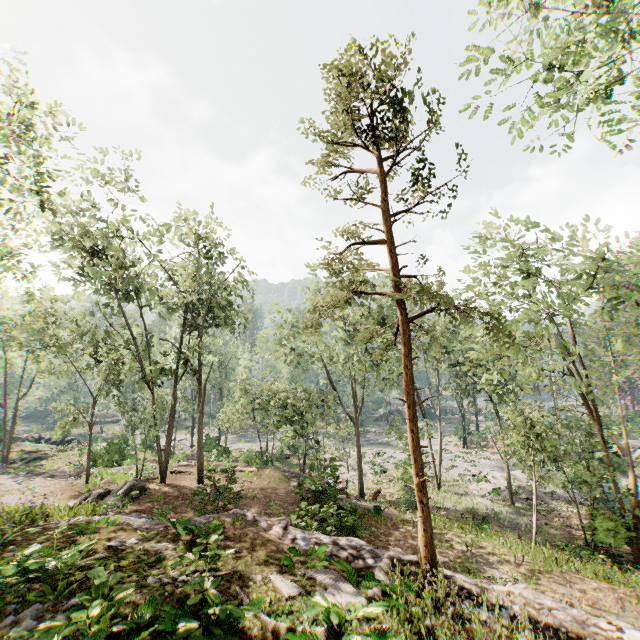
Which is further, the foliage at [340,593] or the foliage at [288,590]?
the foliage at [288,590]

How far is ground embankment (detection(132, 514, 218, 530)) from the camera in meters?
8.6 m

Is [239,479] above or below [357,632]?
below

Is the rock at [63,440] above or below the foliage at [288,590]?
below

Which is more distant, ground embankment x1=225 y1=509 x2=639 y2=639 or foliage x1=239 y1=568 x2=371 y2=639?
ground embankment x1=225 y1=509 x2=639 y2=639

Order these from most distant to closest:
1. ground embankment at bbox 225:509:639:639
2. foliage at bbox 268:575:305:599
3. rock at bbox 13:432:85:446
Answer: rock at bbox 13:432:85:446, foliage at bbox 268:575:305:599, ground embankment at bbox 225:509:639:639

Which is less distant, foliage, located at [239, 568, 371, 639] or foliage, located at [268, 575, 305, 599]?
foliage, located at [239, 568, 371, 639]
